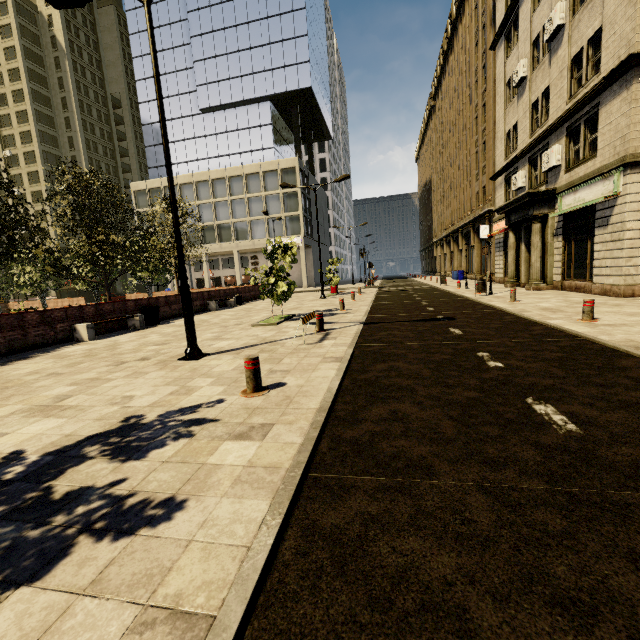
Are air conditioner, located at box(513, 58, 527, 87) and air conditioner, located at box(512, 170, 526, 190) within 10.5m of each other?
yes

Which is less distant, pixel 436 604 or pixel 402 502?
pixel 436 604

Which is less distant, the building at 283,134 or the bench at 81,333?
the bench at 81,333

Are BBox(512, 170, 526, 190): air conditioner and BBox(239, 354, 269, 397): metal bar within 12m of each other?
no

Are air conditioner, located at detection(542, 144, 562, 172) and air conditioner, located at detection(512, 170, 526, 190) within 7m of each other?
yes

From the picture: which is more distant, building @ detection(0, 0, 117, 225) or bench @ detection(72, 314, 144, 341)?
building @ detection(0, 0, 117, 225)

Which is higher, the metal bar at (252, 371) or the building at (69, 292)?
the building at (69, 292)

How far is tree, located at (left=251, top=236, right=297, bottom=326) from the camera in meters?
11.6
